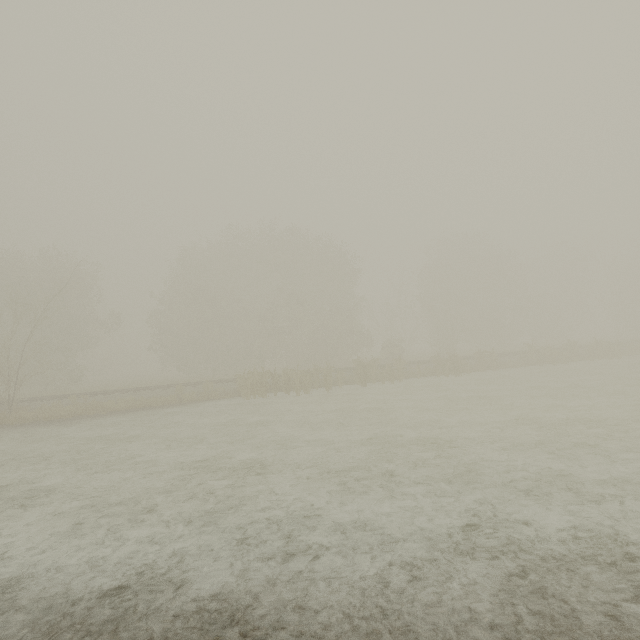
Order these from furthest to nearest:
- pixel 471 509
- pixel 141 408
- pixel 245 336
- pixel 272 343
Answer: pixel 272 343
pixel 245 336
pixel 141 408
pixel 471 509
